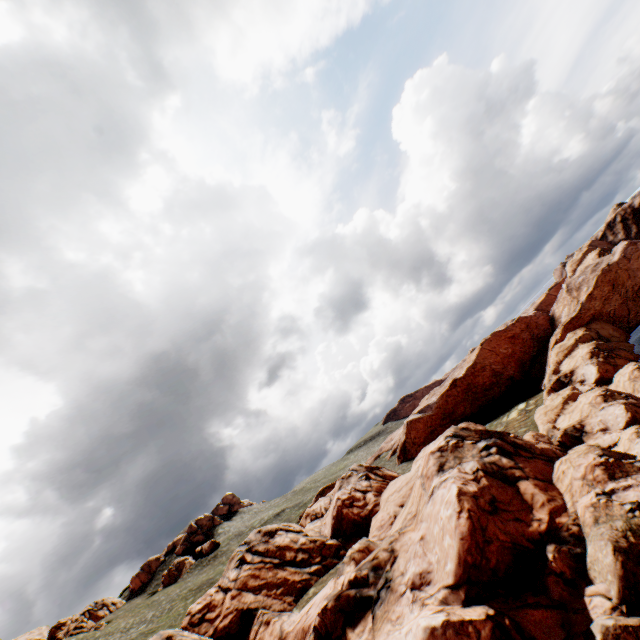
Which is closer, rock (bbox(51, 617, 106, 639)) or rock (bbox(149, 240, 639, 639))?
rock (bbox(149, 240, 639, 639))

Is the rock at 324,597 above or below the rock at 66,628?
below

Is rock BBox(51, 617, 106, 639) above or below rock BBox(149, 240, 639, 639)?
above

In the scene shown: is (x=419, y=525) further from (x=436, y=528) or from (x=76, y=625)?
(x=76, y=625)

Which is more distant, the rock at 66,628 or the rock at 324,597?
the rock at 66,628
